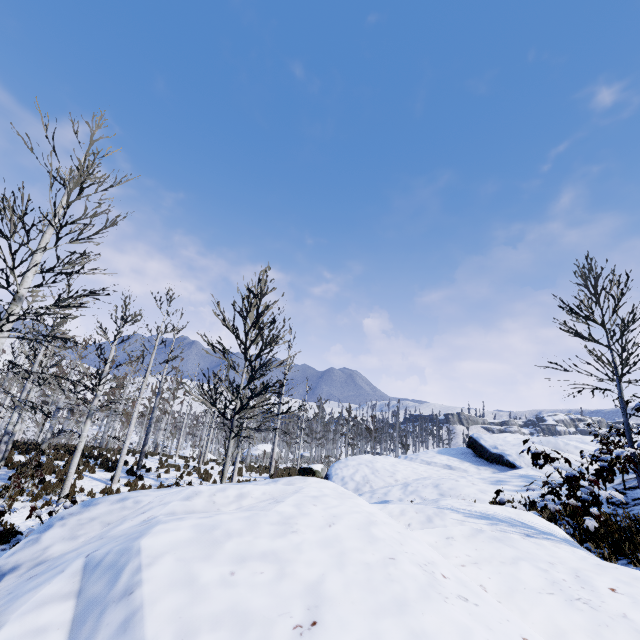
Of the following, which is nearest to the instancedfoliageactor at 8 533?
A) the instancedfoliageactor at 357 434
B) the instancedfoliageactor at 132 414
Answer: the instancedfoliageactor at 132 414

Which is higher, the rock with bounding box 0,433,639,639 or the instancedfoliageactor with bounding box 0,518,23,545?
the rock with bounding box 0,433,639,639

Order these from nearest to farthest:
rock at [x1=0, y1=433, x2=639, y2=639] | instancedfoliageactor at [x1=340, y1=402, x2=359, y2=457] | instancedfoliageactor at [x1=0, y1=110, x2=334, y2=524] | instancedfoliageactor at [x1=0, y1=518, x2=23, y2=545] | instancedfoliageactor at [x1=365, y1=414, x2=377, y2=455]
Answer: rock at [x1=0, y1=433, x2=639, y2=639]
instancedfoliageactor at [x1=0, y1=110, x2=334, y2=524]
instancedfoliageactor at [x1=0, y1=518, x2=23, y2=545]
instancedfoliageactor at [x1=365, y1=414, x2=377, y2=455]
instancedfoliageactor at [x1=340, y1=402, x2=359, y2=457]

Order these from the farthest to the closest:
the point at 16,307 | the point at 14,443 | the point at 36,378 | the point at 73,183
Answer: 1. the point at 14,443
2. the point at 36,378
3. the point at 73,183
4. the point at 16,307

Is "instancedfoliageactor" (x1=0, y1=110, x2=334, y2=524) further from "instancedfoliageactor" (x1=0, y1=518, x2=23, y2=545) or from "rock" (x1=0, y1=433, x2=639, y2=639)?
"rock" (x1=0, y1=433, x2=639, y2=639)

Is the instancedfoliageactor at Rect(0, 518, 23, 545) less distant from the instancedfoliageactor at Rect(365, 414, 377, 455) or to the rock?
the rock

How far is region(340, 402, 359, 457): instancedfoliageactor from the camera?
28.6 meters

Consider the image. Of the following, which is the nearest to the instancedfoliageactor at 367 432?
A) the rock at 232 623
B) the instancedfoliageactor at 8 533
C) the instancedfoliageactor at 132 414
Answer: the instancedfoliageactor at 132 414
